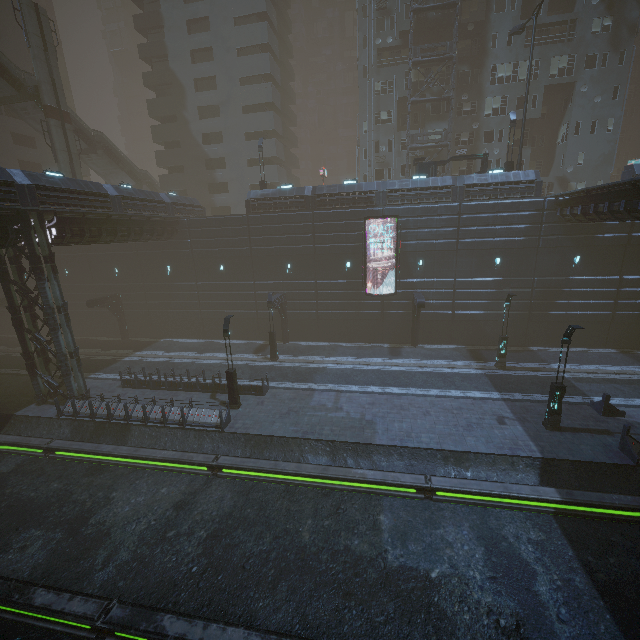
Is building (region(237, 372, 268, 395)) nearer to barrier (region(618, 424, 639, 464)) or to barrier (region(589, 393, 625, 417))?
barrier (region(618, 424, 639, 464))

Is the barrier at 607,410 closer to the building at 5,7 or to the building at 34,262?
the building at 34,262

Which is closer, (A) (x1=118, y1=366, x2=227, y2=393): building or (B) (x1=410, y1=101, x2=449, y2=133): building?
(A) (x1=118, y1=366, x2=227, y2=393): building

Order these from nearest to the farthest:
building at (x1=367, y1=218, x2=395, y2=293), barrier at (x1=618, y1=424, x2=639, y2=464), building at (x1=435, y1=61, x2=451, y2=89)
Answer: barrier at (x1=618, y1=424, x2=639, y2=464) < building at (x1=367, y1=218, x2=395, y2=293) < building at (x1=435, y1=61, x2=451, y2=89)

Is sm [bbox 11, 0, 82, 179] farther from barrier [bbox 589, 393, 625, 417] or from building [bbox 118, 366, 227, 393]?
barrier [bbox 589, 393, 625, 417]

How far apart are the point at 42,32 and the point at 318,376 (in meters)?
38.24

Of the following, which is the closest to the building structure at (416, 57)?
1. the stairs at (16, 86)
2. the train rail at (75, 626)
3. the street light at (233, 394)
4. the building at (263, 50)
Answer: the building at (263, 50)

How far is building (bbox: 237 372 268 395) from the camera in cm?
2091
